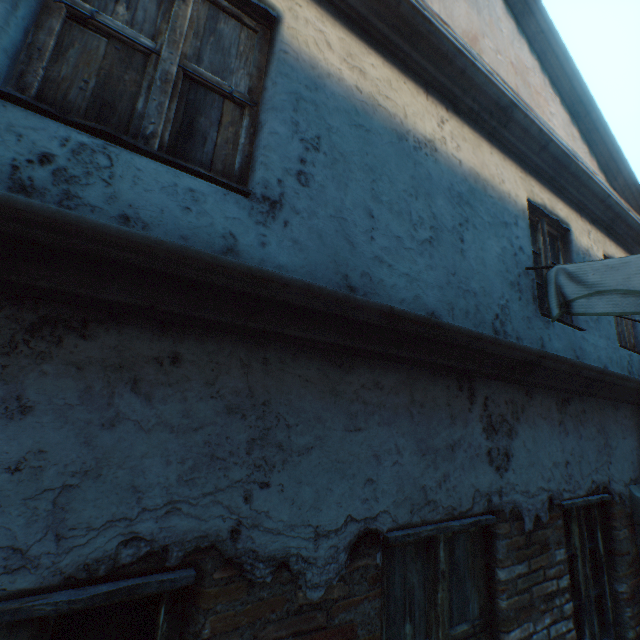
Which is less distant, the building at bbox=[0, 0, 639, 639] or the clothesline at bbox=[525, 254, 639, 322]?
the building at bbox=[0, 0, 639, 639]

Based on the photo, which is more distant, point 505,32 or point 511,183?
point 505,32

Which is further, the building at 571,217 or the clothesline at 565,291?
the clothesline at 565,291
